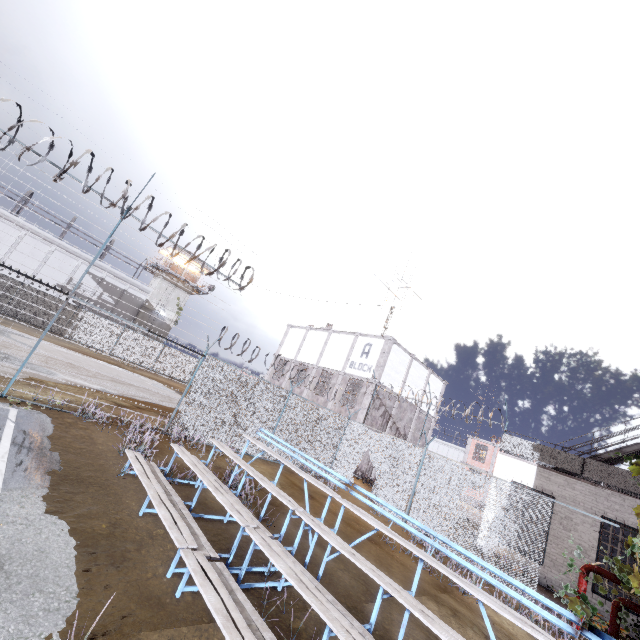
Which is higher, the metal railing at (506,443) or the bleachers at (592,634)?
the metal railing at (506,443)

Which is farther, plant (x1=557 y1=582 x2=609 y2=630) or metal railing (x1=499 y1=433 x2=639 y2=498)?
metal railing (x1=499 y1=433 x2=639 y2=498)

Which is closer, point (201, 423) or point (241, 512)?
point (241, 512)

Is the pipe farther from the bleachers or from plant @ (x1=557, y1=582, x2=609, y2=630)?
the bleachers

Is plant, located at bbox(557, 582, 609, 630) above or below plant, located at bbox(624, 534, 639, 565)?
below

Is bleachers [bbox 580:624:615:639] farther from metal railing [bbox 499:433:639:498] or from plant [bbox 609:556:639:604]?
metal railing [bbox 499:433:639:498]

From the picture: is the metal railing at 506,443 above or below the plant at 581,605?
above

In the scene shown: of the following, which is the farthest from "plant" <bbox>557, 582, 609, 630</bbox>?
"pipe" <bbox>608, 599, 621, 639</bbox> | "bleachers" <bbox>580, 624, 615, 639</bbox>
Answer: "bleachers" <bbox>580, 624, 615, 639</bbox>
